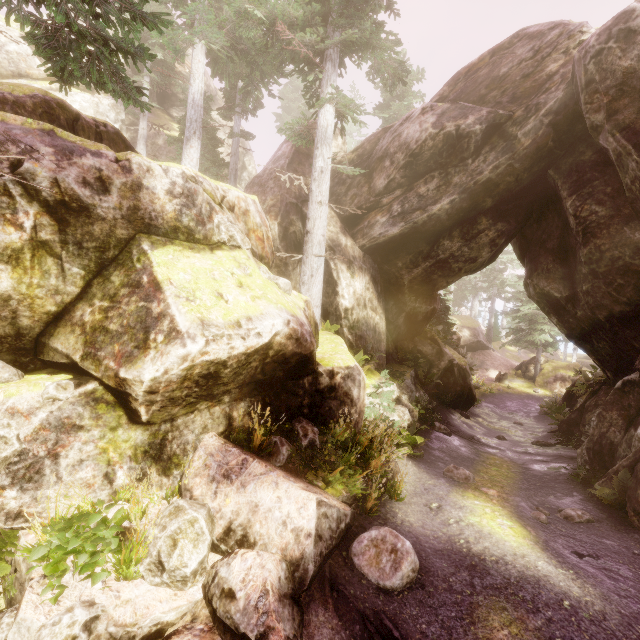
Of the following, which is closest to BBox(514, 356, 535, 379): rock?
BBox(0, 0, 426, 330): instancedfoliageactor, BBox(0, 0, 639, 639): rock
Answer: BBox(0, 0, 426, 330): instancedfoliageactor

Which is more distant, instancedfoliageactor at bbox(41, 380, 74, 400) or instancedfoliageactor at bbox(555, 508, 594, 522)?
instancedfoliageactor at bbox(555, 508, 594, 522)

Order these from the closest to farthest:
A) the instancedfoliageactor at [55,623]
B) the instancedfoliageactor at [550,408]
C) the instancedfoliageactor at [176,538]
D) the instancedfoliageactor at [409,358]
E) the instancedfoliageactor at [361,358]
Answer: the instancedfoliageactor at [55,623], the instancedfoliageactor at [176,538], the instancedfoliageactor at [361,358], the instancedfoliageactor at [409,358], the instancedfoliageactor at [550,408]

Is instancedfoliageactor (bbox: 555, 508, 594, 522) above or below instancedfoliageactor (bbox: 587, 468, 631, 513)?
below

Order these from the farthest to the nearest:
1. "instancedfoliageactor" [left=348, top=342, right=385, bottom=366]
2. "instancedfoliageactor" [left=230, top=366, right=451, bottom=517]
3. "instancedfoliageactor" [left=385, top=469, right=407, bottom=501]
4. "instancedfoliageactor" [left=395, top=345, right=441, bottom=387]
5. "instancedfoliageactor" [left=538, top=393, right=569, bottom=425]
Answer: "instancedfoliageactor" [left=538, top=393, right=569, bottom=425] → "instancedfoliageactor" [left=395, top=345, right=441, bottom=387] → "instancedfoliageactor" [left=348, top=342, right=385, bottom=366] → "instancedfoliageactor" [left=385, top=469, right=407, bottom=501] → "instancedfoliageactor" [left=230, top=366, right=451, bottom=517]

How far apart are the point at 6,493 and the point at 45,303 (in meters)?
2.78

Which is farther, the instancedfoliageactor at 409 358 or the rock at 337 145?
the rock at 337 145
